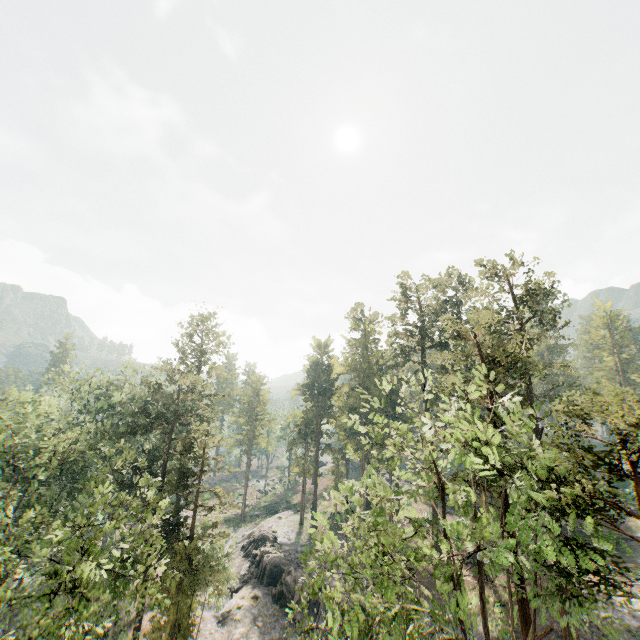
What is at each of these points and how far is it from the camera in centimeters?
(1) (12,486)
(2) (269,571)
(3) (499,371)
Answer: (1) foliage, 2411cm
(2) rock, 3584cm
(3) foliage, 1811cm

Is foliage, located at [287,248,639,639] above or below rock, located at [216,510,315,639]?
above

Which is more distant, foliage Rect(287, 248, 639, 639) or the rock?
the rock

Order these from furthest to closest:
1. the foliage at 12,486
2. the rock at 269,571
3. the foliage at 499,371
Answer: the rock at 269,571
the foliage at 12,486
the foliage at 499,371

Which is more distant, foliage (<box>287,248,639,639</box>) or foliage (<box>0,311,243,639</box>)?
foliage (<box>0,311,243,639</box>)

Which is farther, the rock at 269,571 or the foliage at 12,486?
the rock at 269,571

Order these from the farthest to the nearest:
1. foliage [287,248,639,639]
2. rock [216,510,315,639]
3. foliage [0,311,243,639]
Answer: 1. rock [216,510,315,639]
2. foliage [0,311,243,639]
3. foliage [287,248,639,639]
